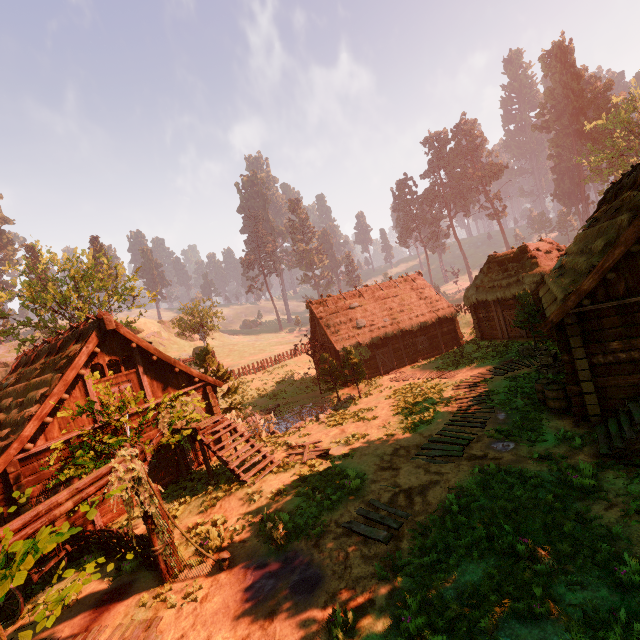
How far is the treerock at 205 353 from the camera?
20.1 meters

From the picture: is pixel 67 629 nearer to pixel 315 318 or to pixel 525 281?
pixel 315 318

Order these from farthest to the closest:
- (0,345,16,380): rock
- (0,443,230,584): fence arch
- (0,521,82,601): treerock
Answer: (0,345,16,380): rock < (0,443,230,584): fence arch < (0,521,82,601): treerock

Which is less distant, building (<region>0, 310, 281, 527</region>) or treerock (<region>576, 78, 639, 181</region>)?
building (<region>0, 310, 281, 527</region>)

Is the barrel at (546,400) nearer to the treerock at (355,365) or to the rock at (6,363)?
the treerock at (355,365)

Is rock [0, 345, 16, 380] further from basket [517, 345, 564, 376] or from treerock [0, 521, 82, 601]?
basket [517, 345, 564, 376]

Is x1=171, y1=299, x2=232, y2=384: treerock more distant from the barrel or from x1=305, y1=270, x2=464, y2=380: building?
the barrel

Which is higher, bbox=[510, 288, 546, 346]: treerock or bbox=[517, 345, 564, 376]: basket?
bbox=[510, 288, 546, 346]: treerock
